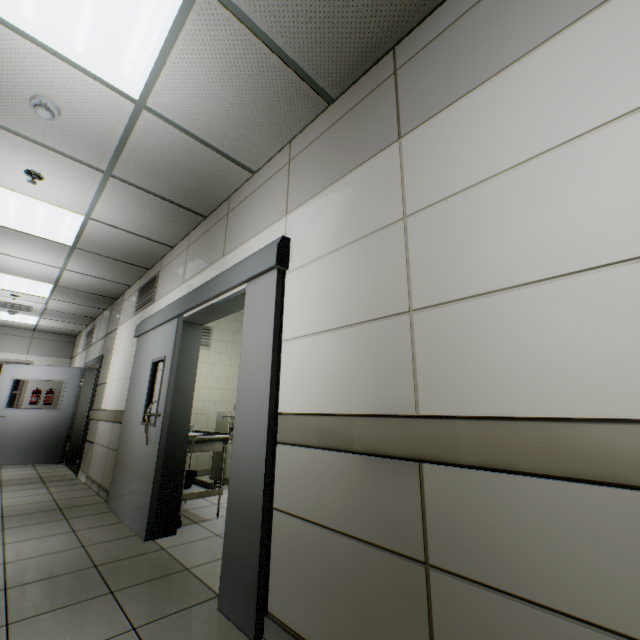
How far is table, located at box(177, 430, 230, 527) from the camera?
3.4m

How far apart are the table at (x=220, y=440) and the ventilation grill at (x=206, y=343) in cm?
226

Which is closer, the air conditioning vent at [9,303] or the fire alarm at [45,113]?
the fire alarm at [45,113]

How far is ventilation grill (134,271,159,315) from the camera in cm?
465

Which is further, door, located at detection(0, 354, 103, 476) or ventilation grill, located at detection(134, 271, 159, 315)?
door, located at detection(0, 354, 103, 476)

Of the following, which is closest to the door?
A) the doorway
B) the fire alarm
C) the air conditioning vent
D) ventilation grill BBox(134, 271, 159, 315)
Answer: the air conditioning vent

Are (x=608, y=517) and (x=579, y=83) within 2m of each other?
yes

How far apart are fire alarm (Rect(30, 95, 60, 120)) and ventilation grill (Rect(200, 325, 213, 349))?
4.14m
